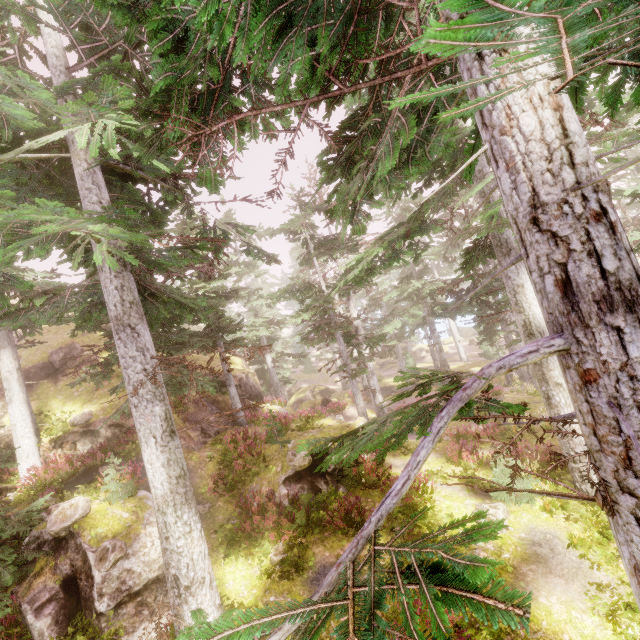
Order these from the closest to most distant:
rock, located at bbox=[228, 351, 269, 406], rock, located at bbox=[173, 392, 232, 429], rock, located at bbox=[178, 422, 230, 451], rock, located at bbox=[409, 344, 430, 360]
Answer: rock, located at bbox=[178, 422, 230, 451] → rock, located at bbox=[173, 392, 232, 429] → rock, located at bbox=[228, 351, 269, 406] → rock, located at bbox=[409, 344, 430, 360]

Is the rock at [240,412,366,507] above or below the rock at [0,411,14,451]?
Result: below

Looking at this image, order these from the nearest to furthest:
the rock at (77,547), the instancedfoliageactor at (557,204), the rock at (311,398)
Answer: the instancedfoliageactor at (557,204), the rock at (77,547), the rock at (311,398)

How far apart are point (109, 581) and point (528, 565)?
10.51m

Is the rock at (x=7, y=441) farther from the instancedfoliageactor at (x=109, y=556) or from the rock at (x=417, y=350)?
the rock at (x=417, y=350)

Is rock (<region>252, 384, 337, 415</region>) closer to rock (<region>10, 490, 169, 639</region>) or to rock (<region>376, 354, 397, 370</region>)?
rock (<region>10, 490, 169, 639</region>)

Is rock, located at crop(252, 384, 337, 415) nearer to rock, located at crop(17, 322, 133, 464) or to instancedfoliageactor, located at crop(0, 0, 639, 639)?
instancedfoliageactor, located at crop(0, 0, 639, 639)

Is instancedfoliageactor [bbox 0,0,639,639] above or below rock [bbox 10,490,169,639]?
above
